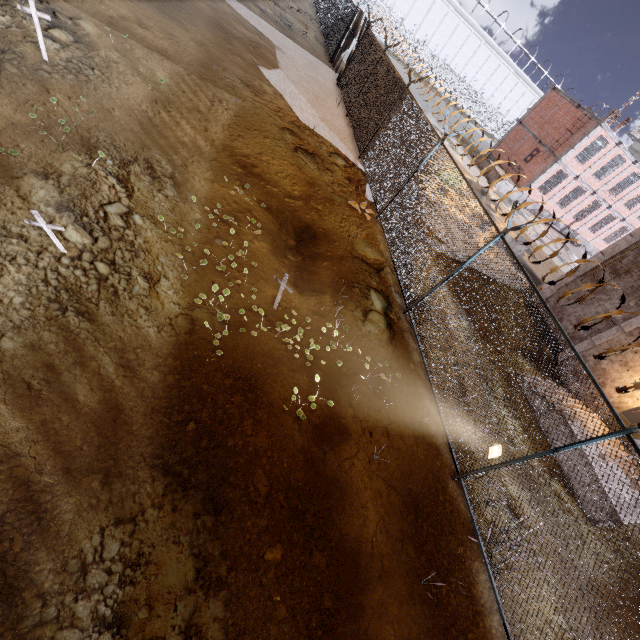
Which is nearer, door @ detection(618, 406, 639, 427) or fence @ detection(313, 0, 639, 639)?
fence @ detection(313, 0, 639, 639)

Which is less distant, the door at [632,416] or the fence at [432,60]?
the fence at [432,60]

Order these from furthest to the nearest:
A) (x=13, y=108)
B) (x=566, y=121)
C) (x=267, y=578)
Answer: (x=566, y=121) < (x=13, y=108) < (x=267, y=578)
